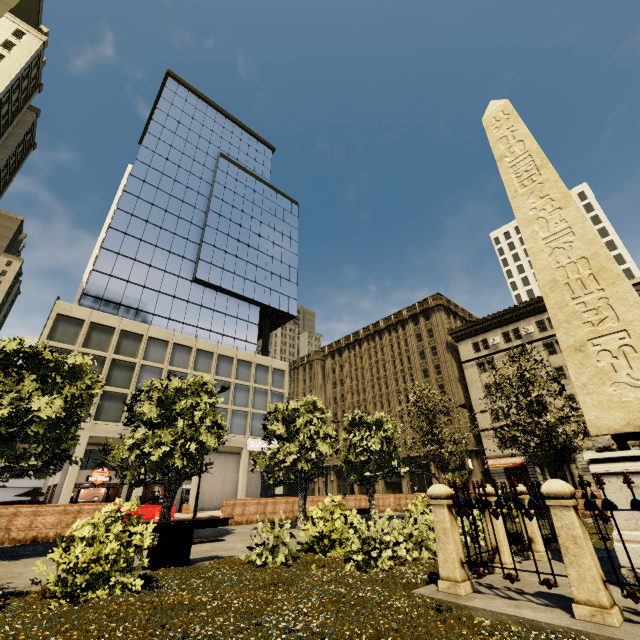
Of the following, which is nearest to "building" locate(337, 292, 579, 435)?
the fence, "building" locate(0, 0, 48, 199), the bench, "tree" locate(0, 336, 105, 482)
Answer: "building" locate(0, 0, 48, 199)

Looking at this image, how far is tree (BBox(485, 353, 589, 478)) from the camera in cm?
1454

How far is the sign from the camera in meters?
35.2

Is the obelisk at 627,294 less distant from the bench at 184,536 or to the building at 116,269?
the bench at 184,536

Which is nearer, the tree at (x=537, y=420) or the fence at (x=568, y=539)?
the fence at (x=568, y=539)

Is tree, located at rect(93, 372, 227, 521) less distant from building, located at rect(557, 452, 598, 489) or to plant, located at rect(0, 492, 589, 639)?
plant, located at rect(0, 492, 589, 639)

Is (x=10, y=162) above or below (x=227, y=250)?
above

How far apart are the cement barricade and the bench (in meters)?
19.01
